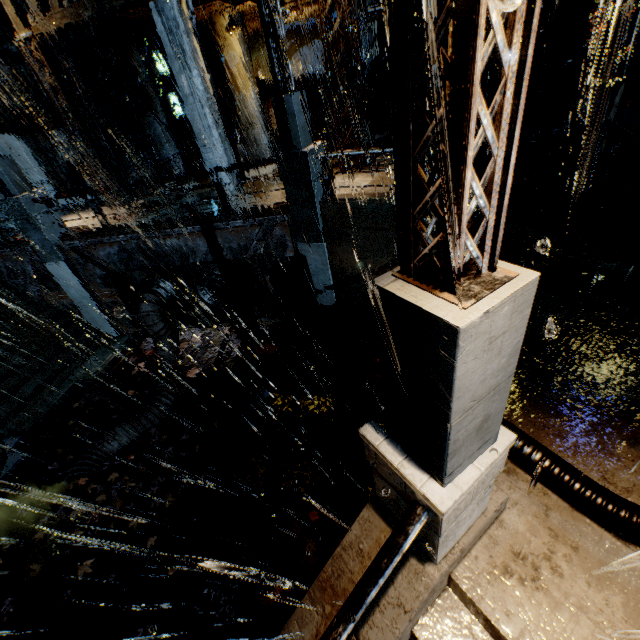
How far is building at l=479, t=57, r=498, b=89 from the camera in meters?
15.8

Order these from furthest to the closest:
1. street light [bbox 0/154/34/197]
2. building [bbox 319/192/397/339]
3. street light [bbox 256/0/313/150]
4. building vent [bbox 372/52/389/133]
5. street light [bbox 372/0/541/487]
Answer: building vent [bbox 372/52/389/133] < street light [bbox 0/154/34/197] < building [bbox 319/192/397/339] < street light [bbox 256/0/313/150] < street light [bbox 372/0/541/487]

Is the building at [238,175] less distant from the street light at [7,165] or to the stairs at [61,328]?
the stairs at [61,328]

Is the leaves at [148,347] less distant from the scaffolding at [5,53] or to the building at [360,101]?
the building at [360,101]

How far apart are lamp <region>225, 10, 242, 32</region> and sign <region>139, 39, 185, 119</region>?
5.3 meters

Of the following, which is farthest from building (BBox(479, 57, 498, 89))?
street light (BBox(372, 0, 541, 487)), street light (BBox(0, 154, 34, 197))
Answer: street light (BBox(0, 154, 34, 197))

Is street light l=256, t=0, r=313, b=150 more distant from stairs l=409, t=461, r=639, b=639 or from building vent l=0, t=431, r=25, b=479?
building vent l=0, t=431, r=25, b=479

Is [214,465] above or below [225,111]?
below
